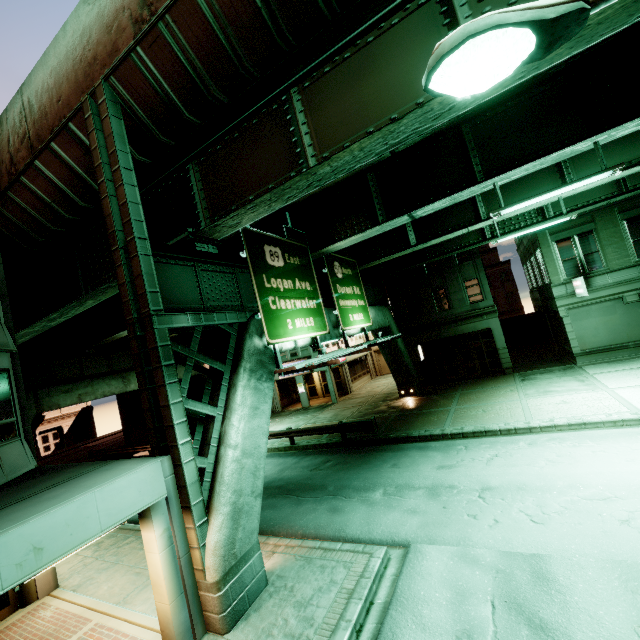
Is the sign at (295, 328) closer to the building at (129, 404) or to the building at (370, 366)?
the building at (370, 366)

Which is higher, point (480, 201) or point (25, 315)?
point (480, 201)

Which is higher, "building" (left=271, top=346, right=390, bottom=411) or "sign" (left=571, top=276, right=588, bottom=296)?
"sign" (left=571, top=276, right=588, bottom=296)

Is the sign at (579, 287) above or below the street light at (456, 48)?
below

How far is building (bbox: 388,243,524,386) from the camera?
23.70m

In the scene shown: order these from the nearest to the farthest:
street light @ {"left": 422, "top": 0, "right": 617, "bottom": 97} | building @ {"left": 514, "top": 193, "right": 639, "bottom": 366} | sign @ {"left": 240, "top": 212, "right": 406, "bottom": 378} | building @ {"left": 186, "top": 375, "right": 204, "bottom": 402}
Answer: street light @ {"left": 422, "top": 0, "right": 617, "bottom": 97} < sign @ {"left": 240, "top": 212, "right": 406, "bottom": 378} < building @ {"left": 514, "top": 193, "right": 639, "bottom": 366} < building @ {"left": 186, "top": 375, "right": 204, "bottom": 402}

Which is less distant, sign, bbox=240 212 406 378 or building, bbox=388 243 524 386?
sign, bbox=240 212 406 378

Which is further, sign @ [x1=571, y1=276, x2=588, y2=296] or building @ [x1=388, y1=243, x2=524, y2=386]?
building @ [x1=388, y1=243, x2=524, y2=386]
